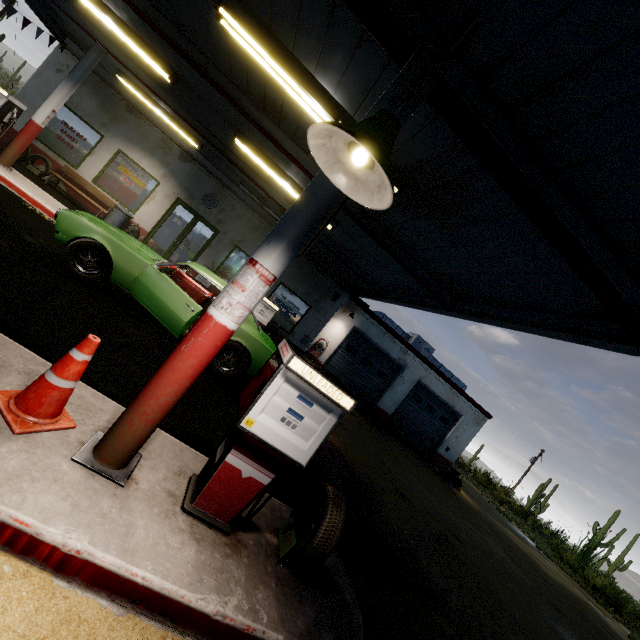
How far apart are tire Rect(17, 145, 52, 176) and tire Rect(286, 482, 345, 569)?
13.71m

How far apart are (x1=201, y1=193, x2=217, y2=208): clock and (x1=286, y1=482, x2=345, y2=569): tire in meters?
11.8 m

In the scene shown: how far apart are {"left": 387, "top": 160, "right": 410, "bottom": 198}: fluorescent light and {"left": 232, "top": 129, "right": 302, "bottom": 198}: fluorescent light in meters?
3.3

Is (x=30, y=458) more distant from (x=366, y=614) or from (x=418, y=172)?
(x=418, y=172)

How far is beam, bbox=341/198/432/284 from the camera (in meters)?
6.10

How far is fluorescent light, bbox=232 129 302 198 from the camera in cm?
712

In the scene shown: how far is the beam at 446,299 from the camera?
6.6m

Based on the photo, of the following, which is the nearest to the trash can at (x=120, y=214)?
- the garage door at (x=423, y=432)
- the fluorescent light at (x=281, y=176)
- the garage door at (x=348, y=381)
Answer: the fluorescent light at (x=281, y=176)
